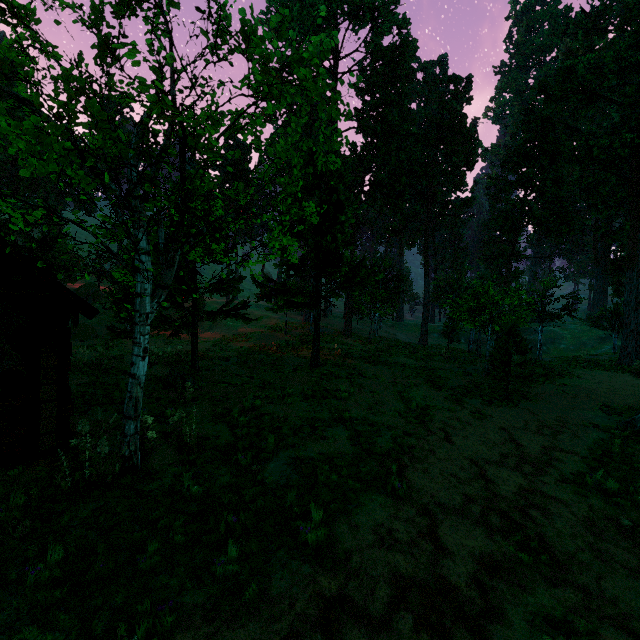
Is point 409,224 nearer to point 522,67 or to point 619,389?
point 619,389

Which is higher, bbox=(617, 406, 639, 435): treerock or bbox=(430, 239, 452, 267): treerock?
bbox=(430, 239, 452, 267): treerock

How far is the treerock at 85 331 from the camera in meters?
28.5

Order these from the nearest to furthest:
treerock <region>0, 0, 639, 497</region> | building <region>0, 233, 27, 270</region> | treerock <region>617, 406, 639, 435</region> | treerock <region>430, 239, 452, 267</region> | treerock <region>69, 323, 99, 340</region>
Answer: treerock <region>0, 0, 639, 497</region> < building <region>0, 233, 27, 270</region> < treerock <region>617, 406, 639, 435</region> < treerock <region>69, 323, 99, 340</region> < treerock <region>430, 239, 452, 267</region>

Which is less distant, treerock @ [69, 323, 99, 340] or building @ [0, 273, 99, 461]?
building @ [0, 273, 99, 461]

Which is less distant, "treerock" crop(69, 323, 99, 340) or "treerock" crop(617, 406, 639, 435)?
"treerock" crop(617, 406, 639, 435)

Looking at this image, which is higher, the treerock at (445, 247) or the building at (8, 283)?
the treerock at (445, 247)

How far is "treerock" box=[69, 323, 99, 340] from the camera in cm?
2854
